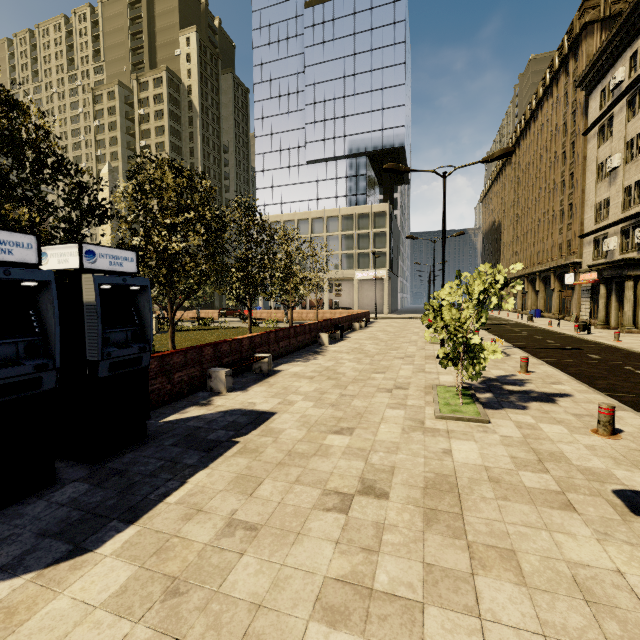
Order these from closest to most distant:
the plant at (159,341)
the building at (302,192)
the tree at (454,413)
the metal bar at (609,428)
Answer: the metal bar at (609,428) → the tree at (454,413) → the plant at (159,341) → the building at (302,192)

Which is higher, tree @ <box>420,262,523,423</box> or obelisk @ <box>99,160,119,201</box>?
obelisk @ <box>99,160,119,201</box>

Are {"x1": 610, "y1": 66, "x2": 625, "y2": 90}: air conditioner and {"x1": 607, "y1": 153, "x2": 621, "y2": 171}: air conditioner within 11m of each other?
yes

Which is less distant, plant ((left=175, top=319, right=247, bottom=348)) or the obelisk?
plant ((left=175, top=319, right=247, bottom=348))

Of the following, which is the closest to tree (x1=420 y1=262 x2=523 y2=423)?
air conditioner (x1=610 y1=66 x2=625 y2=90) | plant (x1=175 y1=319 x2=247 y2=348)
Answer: plant (x1=175 y1=319 x2=247 y2=348)

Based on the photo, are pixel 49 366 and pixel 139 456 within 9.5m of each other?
yes

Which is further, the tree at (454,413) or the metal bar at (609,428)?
the tree at (454,413)

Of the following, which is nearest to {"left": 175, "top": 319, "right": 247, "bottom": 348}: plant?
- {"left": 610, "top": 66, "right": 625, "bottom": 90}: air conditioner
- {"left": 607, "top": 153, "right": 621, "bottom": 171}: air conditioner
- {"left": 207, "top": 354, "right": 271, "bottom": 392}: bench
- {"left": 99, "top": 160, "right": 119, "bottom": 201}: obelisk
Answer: {"left": 99, "top": 160, "right": 119, "bottom": 201}: obelisk
